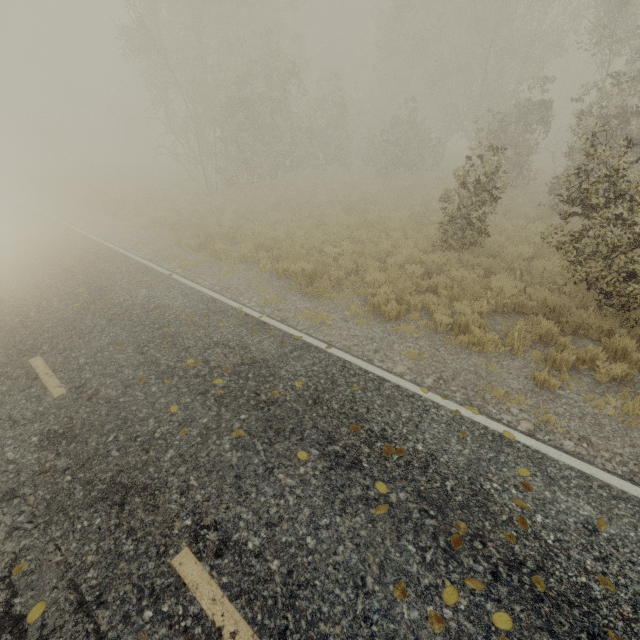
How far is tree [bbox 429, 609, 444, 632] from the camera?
2.6 meters

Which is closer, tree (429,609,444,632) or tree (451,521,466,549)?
tree (429,609,444,632)

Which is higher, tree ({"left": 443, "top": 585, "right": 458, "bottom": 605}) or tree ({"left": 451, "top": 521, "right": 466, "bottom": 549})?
tree ({"left": 443, "top": 585, "right": 458, "bottom": 605})

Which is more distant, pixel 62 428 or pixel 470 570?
pixel 62 428

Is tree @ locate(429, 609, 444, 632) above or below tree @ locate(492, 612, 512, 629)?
above

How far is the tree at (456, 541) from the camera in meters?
3.1 m

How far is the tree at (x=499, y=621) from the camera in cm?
262
